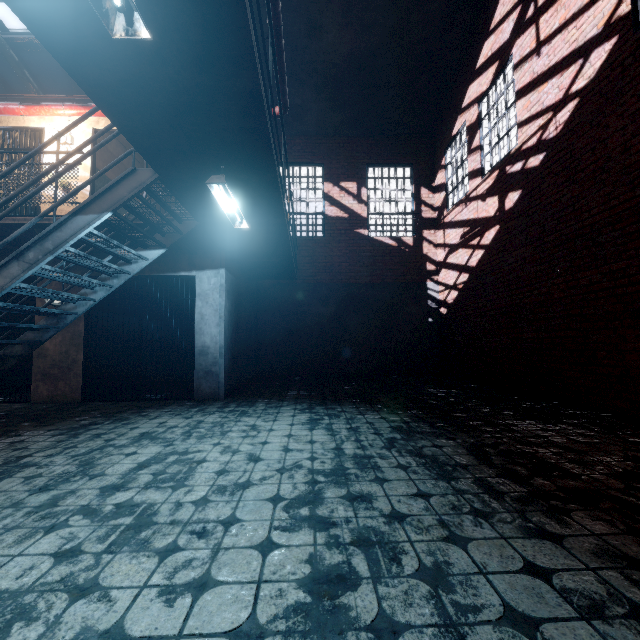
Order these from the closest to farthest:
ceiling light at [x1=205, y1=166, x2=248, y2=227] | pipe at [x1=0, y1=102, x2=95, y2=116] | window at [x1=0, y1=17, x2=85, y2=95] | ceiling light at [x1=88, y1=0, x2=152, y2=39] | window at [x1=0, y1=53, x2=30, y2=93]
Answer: ceiling light at [x1=88, y1=0, x2=152, y2=39] → ceiling light at [x1=205, y1=166, x2=248, y2=227] → pipe at [x1=0, y1=102, x2=95, y2=116] → window at [x1=0, y1=17, x2=85, y2=95] → window at [x1=0, y1=53, x2=30, y2=93]

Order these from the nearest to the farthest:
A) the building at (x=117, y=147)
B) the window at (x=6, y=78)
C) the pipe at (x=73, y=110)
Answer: the pipe at (x=73, y=110), the building at (x=117, y=147), the window at (x=6, y=78)

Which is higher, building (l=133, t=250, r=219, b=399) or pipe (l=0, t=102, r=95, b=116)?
pipe (l=0, t=102, r=95, b=116)

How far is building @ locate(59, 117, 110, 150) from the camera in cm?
635

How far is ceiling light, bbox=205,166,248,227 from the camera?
3.1 meters

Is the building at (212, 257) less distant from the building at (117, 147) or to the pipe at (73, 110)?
the building at (117, 147)

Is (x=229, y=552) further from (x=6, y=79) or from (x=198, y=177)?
(x=6, y=79)

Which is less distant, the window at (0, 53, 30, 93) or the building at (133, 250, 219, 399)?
the building at (133, 250, 219, 399)
